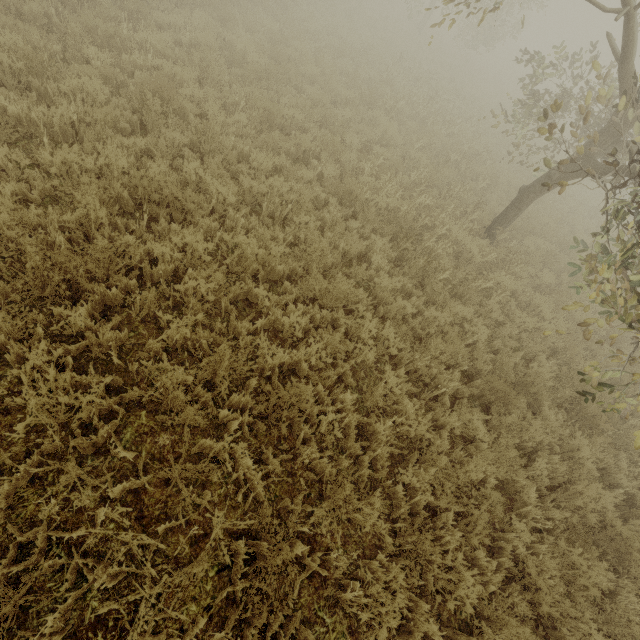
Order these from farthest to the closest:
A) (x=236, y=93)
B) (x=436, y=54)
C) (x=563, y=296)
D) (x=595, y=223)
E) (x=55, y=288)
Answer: (x=436, y=54) → (x=595, y=223) → (x=563, y=296) → (x=236, y=93) → (x=55, y=288)

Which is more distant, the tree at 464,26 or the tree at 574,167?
the tree at 464,26

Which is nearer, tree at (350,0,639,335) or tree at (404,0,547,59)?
tree at (350,0,639,335)
